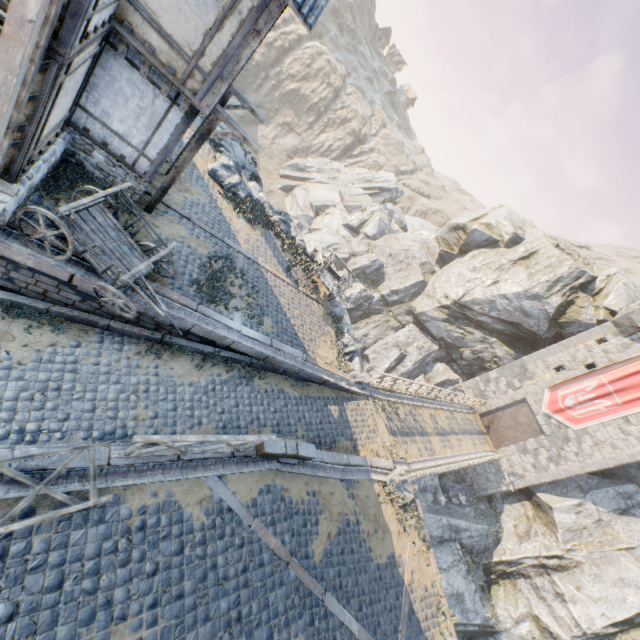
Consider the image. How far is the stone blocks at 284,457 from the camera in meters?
6.3

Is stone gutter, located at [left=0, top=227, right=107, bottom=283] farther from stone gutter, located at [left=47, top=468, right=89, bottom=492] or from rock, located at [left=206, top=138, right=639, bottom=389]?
rock, located at [left=206, top=138, right=639, bottom=389]

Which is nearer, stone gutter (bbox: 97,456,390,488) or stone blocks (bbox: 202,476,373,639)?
stone gutter (bbox: 97,456,390,488)

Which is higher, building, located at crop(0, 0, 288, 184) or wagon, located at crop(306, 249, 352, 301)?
building, located at crop(0, 0, 288, 184)

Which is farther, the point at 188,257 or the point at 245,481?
the point at 188,257

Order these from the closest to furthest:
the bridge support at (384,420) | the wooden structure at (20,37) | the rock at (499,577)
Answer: the wooden structure at (20,37), the bridge support at (384,420), the rock at (499,577)

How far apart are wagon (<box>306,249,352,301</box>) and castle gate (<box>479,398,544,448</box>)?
19.7m

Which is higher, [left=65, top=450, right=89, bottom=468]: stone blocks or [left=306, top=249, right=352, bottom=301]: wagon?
[left=306, top=249, right=352, bottom=301]: wagon
